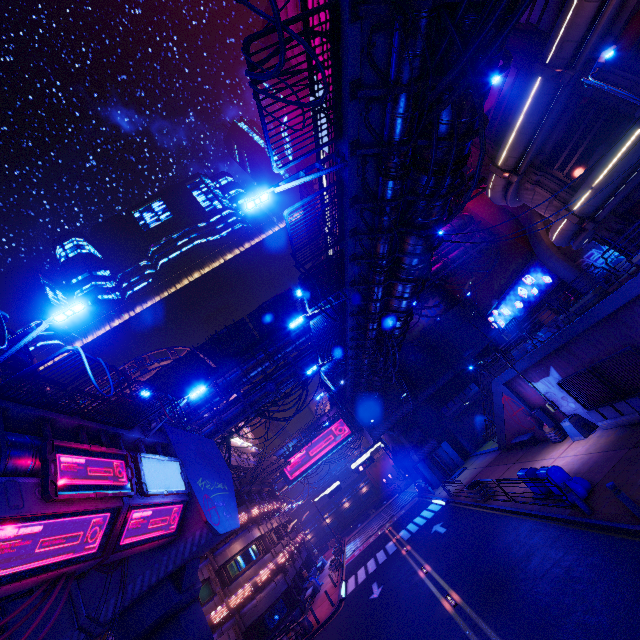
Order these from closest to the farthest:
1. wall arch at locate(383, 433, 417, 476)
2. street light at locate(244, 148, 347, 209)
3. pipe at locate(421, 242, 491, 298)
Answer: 1. street light at locate(244, 148, 347, 209)
2. pipe at locate(421, 242, 491, 298)
3. wall arch at locate(383, 433, 417, 476)

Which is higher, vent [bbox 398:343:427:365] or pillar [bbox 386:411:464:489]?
vent [bbox 398:343:427:365]

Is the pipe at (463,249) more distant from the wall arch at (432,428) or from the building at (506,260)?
the wall arch at (432,428)

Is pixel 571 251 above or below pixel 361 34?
below

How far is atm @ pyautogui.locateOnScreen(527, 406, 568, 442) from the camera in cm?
1852

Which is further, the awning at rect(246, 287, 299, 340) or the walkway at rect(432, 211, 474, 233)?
the walkway at rect(432, 211, 474, 233)

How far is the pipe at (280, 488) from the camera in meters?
51.4

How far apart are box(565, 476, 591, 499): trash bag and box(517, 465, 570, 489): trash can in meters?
0.0
